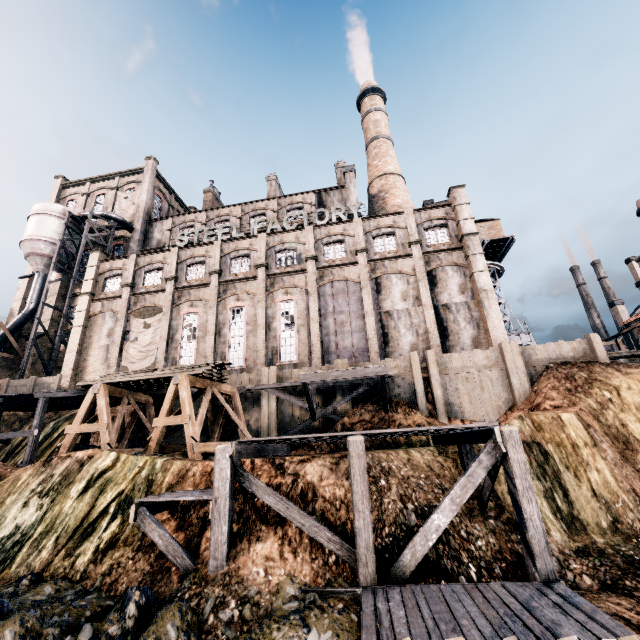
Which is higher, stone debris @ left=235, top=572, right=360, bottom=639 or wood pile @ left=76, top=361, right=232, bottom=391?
wood pile @ left=76, top=361, right=232, bottom=391

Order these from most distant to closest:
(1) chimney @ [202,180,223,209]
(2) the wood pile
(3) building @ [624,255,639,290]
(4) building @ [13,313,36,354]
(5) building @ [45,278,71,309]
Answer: (3) building @ [624,255,639,290], (1) chimney @ [202,180,223,209], (5) building @ [45,278,71,309], (4) building @ [13,313,36,354], (2) the wood pile

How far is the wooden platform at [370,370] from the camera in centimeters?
1789cm

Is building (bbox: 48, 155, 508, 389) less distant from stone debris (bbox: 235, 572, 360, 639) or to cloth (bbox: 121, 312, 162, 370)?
cloth (bbox: 121, 312, 162, 370)

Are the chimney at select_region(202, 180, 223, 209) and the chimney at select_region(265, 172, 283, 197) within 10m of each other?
yes

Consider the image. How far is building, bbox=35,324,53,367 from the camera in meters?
34.8

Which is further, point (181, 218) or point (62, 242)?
point (181, 218)

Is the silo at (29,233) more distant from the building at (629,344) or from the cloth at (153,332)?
the cloth at (153,332)
